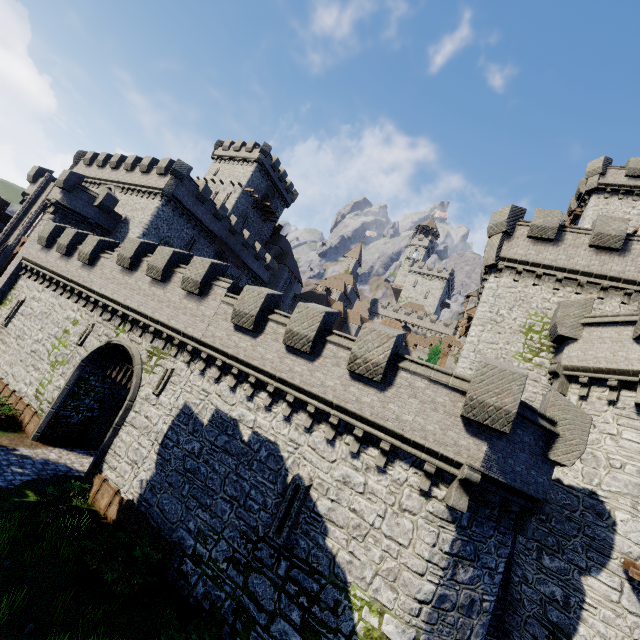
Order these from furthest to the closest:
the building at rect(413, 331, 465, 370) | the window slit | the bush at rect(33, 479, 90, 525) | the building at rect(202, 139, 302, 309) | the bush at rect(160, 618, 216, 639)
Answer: the building at rect(413, 331, 465, 370), the building at rect(202, 139, 302, 309), the bush at rect(33, 479, 90, 525), the window slit, the bush at rect(160, 618, 216, 639)

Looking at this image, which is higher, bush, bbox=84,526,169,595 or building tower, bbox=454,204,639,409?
building tower, bbox=454,204,639,409

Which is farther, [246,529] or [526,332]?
[526,332]

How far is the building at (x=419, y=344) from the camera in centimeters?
4931cm

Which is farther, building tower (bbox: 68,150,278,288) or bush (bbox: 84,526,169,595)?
building tower (bbox: 68,150,278,288)

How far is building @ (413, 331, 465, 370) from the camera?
49.31m

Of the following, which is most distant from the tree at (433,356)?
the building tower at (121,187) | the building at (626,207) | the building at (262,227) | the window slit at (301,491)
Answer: the building at (262,227)

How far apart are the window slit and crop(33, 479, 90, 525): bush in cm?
745
